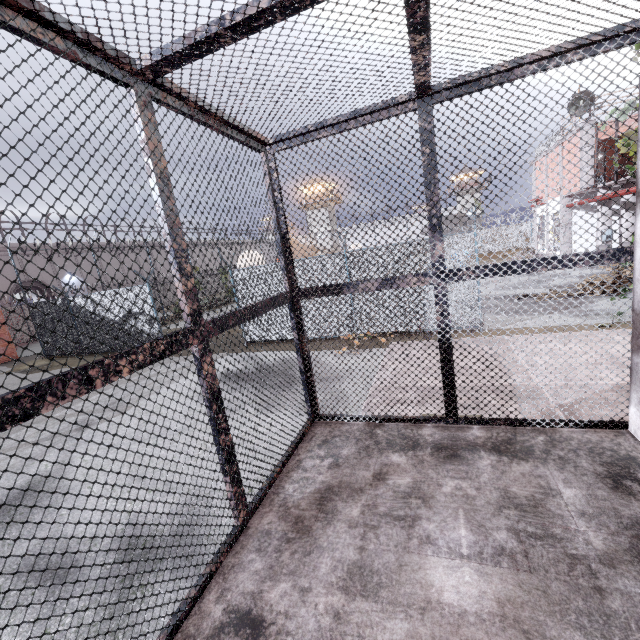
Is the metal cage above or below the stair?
above

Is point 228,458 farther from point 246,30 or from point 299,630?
point 246,30

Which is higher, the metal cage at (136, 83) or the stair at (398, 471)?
the metal cage at (136, 83)
